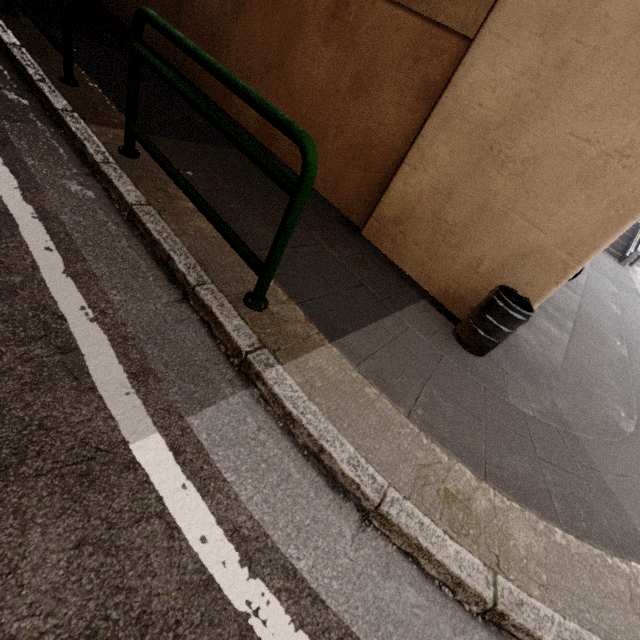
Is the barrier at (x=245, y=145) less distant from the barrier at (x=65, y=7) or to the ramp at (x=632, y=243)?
the barrier at (x=65, y=7)

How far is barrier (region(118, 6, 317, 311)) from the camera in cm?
166

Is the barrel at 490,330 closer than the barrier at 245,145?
No

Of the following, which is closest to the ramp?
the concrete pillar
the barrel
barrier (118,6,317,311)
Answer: the concrete pillar

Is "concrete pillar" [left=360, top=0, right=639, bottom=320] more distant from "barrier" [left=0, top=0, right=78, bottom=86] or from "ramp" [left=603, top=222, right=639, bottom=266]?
"ramp" [left=603, top=222, right=639, bottom=266]

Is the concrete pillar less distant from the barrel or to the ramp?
the barrel

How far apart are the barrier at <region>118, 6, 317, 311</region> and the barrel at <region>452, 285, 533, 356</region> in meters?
1.9

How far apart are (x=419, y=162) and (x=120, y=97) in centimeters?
350cm
